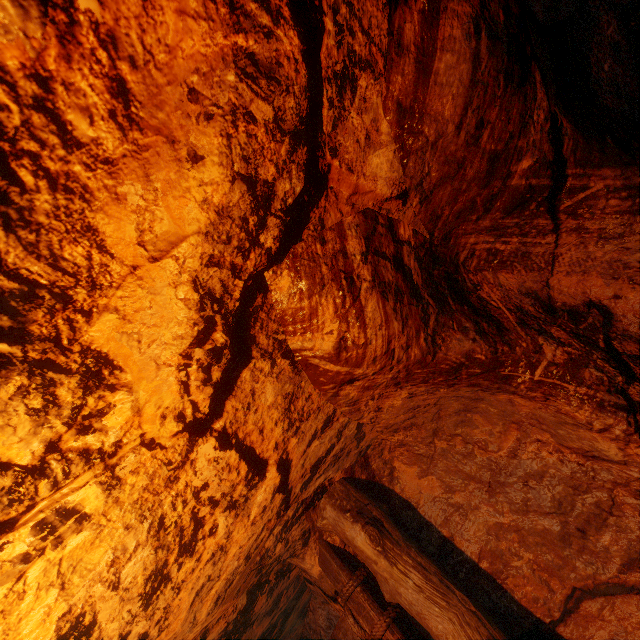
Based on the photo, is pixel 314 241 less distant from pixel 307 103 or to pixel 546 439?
pixel 307 103
